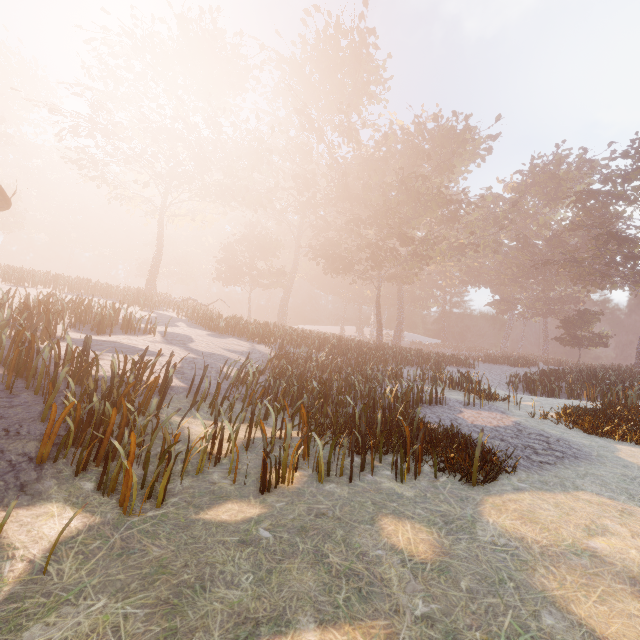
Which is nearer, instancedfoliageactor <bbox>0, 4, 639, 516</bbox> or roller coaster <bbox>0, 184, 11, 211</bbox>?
instancedfoliageactor <bbox>0, 4, 639, 516</bbox>

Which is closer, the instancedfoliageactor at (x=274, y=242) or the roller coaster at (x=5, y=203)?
the instancedfoliageactor at (x=274, y=242)

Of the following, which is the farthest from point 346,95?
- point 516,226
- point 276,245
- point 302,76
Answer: point 516,226
